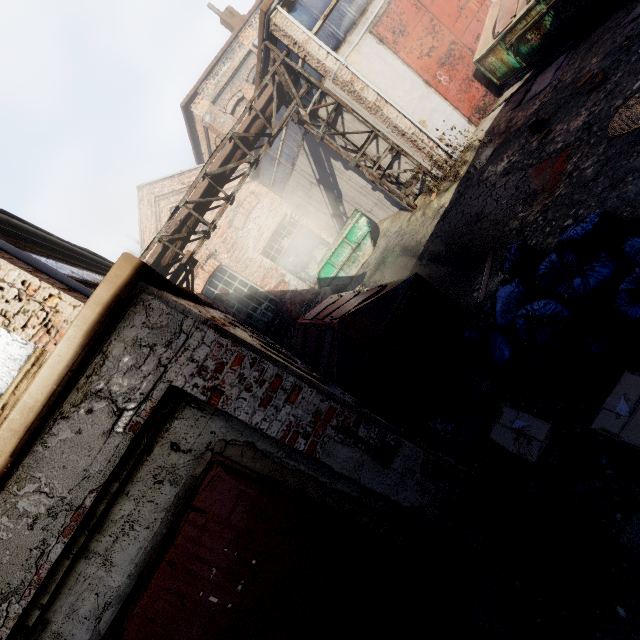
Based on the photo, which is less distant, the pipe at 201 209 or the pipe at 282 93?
the pipe at 201 209

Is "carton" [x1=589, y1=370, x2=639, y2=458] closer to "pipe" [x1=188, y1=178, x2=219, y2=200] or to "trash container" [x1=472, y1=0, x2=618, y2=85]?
"trash container" [x1=472, y1=0, x2=618, y2=85]

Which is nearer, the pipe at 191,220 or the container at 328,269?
the pipe at 191,220

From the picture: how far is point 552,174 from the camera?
5.39m

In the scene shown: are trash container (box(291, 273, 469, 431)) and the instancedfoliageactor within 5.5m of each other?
yes

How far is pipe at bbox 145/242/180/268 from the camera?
8.7m

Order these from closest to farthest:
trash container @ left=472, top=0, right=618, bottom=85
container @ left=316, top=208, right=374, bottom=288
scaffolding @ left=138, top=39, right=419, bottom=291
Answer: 1. trash container @ left=472, top=0, right=618, bottom=85
2. scaffolding @ left=138, top=39, right=419, bottom=291
3. container @ left=316, top=208, right=374, bottom=288
